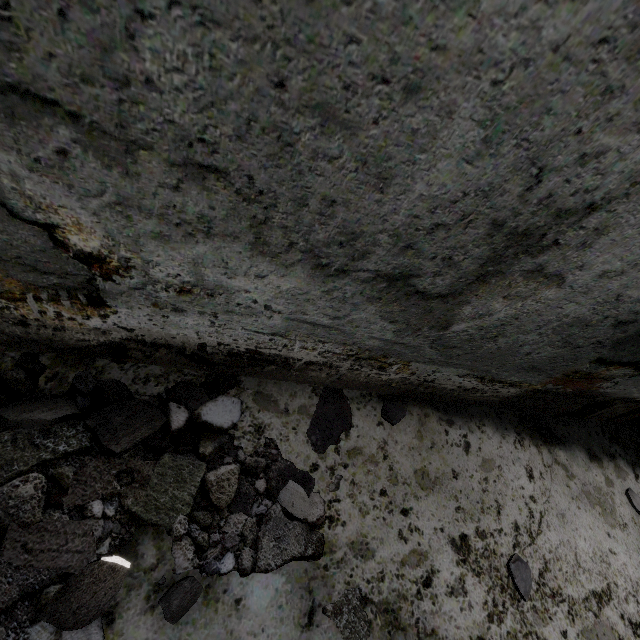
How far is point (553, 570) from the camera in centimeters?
192cm

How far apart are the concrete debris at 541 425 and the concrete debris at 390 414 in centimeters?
124cm

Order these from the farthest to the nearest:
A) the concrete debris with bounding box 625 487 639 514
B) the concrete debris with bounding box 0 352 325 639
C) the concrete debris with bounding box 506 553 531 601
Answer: the concrete debris with bounding box 625 487 639 514, the concrete debris with bounding box 506 553 531 601, the concrete debris with bounding box 0 352 325 639

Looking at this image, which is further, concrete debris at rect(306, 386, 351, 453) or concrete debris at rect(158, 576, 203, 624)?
concrete debris at rect(306, 386, 351, 453)

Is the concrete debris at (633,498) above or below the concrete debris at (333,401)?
above

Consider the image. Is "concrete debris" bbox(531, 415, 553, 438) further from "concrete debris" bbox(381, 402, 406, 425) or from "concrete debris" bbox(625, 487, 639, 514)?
"concrete debris" bbox(381, 402, 406, 425)

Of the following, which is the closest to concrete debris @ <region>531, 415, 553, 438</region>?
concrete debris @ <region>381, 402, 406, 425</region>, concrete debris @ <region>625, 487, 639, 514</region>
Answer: concrete debris @ <region>625, 487, 639, 514</region>

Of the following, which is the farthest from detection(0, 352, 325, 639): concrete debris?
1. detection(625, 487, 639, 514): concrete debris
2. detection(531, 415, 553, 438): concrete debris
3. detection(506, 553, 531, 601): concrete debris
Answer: detection(625, 487, 639, 514): concrete debris
